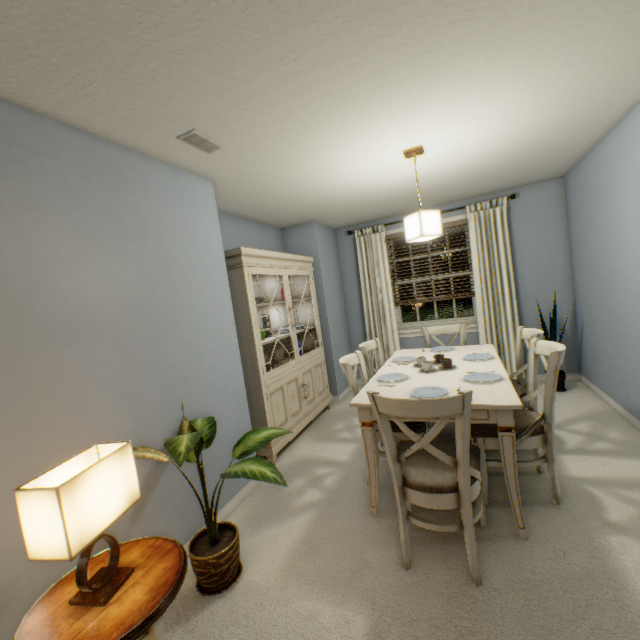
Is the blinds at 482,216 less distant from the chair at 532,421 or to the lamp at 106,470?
the chair at 532,421

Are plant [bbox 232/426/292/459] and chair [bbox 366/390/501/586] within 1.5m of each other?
yes

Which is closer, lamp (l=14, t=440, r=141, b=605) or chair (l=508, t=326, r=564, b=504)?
lamp (l=14, t=440, r=141, b=605)

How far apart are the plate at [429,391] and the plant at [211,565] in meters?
1.2

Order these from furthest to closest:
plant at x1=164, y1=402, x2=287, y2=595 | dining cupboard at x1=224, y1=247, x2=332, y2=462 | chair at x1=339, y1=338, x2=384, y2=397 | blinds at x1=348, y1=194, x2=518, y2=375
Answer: blinds at x1=348, y1=194, x2=518, y2=375, dining cupboard at x1=224, y1=247, x2=332, y2=462, chair at x1=339, y1=338, x2=384, y2=397, plant at x1=164, y1=402, x2=287, y2=595

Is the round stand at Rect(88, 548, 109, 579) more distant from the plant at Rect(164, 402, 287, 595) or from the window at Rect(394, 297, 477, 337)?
the window at Rect(394, 297, 477, 337)

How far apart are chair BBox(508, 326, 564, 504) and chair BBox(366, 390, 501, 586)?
0.18m

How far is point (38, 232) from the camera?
1.45m
